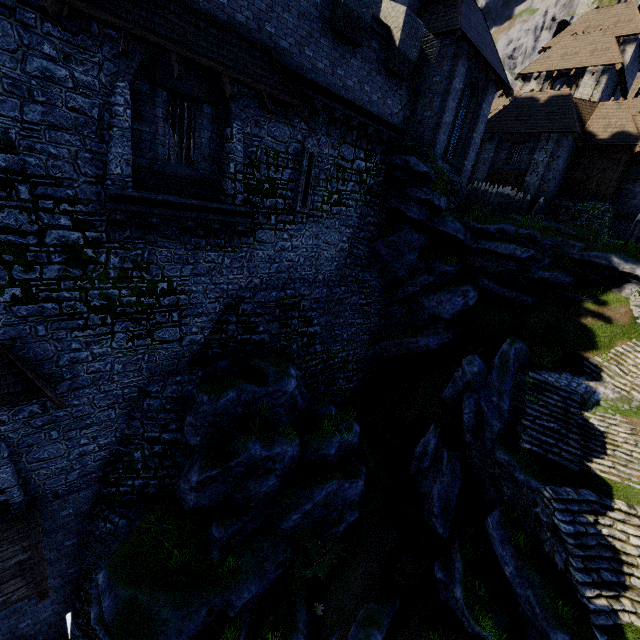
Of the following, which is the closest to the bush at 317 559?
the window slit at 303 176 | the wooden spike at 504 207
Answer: the window slit at 303 176

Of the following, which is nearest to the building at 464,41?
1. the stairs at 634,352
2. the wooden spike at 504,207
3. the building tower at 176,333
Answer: the wooden spike at 504,207

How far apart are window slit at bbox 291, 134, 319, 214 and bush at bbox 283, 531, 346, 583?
12.26m

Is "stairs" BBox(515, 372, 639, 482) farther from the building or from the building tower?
the building

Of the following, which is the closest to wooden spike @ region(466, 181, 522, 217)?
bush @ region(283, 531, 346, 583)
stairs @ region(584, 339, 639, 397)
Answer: stairs @ region(584, 339, 639, 397)

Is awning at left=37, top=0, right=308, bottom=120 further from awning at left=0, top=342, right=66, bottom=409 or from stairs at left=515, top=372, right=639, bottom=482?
stairs at left=515, top=372, right=639, bottom=482

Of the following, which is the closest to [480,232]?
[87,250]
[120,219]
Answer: [120,219]

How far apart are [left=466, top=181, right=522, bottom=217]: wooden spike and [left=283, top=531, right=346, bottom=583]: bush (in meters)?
20.06
